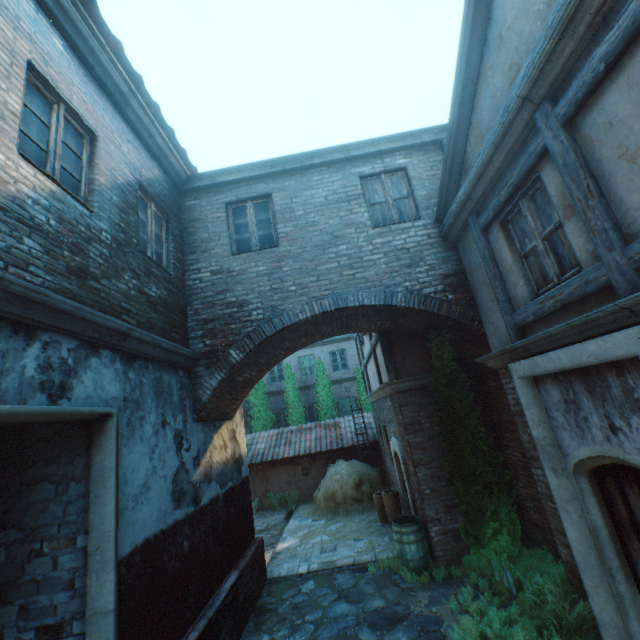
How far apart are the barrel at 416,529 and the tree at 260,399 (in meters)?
11.63

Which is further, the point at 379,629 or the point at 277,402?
the point at 277,402

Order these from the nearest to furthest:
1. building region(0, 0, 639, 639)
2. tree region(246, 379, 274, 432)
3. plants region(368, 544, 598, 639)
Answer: building region(0, 0, 639, 639) → plants region(368, 544, 598, 639) → tree region(246, 379, 274, 432)

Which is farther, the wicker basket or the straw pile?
the straw pile

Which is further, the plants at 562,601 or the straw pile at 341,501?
the straw pile at 341,501

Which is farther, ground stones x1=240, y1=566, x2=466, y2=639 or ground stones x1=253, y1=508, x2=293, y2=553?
ground stones x1=253, y1=508, x2=293, y2=553

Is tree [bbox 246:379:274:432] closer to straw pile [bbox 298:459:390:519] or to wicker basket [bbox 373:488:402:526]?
straw pile [bbox 298:459:390:519]

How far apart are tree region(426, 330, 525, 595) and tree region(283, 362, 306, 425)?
12.1m
